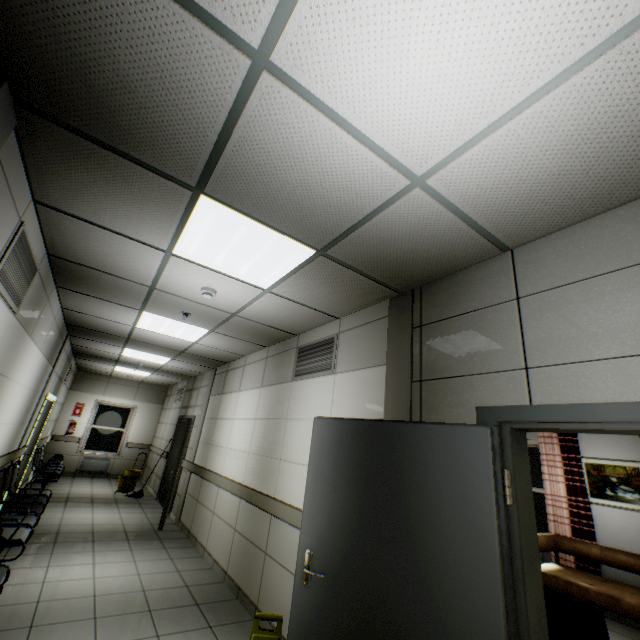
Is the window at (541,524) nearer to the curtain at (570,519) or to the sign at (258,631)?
the curtain at (570,519)

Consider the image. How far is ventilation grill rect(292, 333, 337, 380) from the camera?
3.8m

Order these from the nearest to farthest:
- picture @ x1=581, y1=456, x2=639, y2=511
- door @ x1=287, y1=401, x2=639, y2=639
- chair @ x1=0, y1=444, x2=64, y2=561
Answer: door @ x1=287, y1=401, x2=639, y2=639 → chair @ x1=0, y1=444, x2=64, y2=561 → picture @ x1=581, y1=456, x2=639, y2=511

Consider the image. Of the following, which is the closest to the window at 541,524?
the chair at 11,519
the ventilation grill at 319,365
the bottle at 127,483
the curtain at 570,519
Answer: the curtain at 570,519

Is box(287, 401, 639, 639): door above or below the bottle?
above

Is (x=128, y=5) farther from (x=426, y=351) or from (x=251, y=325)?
(x=251, y=325)

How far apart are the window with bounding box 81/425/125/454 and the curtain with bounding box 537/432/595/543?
12.5m

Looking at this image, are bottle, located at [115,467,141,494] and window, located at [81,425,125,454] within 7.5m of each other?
yes
